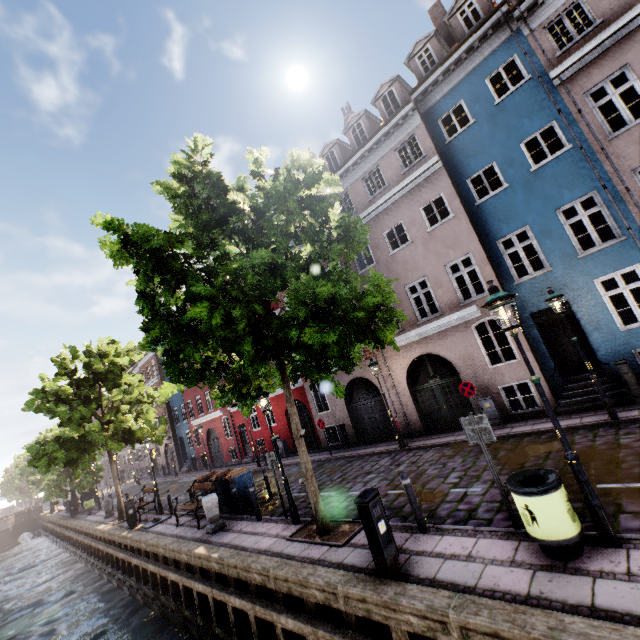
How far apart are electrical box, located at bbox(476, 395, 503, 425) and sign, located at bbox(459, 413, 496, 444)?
7.4m

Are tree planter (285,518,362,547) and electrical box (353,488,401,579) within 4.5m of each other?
yes

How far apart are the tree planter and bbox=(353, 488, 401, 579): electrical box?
1.55m

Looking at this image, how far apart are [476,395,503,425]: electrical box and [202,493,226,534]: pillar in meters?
10.1

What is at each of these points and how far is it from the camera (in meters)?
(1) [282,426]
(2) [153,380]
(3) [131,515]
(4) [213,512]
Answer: (1) building, 21.95
(2) building, 35.88
(3) electrical box, 15.09
(4) pillar, 10.63

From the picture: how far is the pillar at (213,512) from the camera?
10.5 meters

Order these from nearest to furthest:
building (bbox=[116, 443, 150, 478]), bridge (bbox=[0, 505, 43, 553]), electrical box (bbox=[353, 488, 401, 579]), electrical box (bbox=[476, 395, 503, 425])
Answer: electrical box (bbox=[353, 488, 401, 579]), electrical box (bbox=[476, 395, 503, 425]), bridge (bbox=[0, 505, 43, 553]), building (bbox=[116, 443, 150, 478])

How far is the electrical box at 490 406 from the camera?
12.04m
